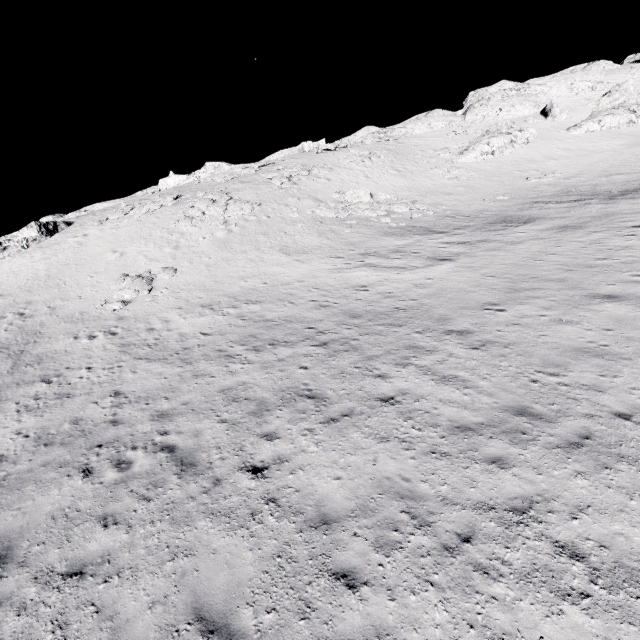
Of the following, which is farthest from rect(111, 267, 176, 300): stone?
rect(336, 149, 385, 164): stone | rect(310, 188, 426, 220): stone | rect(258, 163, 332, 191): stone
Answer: rect(336, 149, 385, 164): stone

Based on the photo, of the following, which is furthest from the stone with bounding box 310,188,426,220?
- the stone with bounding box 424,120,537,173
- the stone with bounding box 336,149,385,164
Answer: the stone with bounding box 424,120,537,173

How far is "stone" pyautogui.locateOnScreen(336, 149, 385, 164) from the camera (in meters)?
40.41

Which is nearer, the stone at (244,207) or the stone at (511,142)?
the stone at (244,207)

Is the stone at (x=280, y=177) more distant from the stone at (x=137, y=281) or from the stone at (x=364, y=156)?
the stone at (x=137, y=281)

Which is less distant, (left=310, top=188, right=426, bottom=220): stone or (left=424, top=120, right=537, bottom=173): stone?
(left=310, top=188, right=426, bottom=220): stone

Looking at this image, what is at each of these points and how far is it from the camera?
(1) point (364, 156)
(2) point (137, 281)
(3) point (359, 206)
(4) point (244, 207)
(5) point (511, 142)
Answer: (1) stone, 41.31m
(2) stone, 22.36m
(3) stone, 30.20m
(4) stone, 29.91m
(5) stone, 40.81m

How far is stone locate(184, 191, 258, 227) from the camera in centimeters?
2927cm
